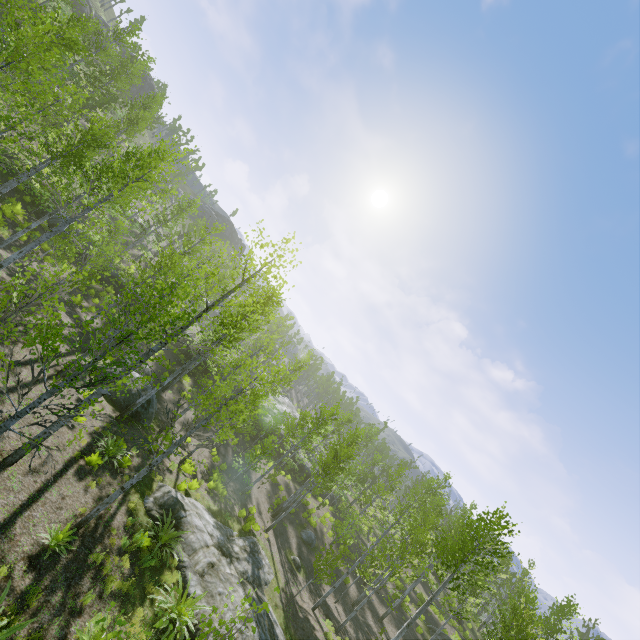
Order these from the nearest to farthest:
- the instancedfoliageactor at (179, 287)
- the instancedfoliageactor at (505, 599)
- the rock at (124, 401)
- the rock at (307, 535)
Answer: the instancedfoliageactor at (179, 287) < the instancedfoliageactor at (505, 599) < the rock at (124, 401) < the rock at (307, 535)

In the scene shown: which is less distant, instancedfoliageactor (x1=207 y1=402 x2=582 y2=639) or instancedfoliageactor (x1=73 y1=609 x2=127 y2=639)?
instancedfoliageactor (x1=73 y1=609 x2=127 y2=639)

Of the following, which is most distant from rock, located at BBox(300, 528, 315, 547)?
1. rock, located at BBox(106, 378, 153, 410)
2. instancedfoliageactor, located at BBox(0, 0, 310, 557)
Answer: rock, located at BBox(106, 378, 153, 410)

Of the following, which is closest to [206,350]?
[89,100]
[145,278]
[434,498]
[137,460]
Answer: [137,460]

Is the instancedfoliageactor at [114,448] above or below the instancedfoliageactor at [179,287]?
below

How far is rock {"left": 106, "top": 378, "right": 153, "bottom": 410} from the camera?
17.0m

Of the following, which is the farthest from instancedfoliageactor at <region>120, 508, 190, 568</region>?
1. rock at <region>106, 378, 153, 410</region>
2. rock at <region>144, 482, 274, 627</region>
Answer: rock at <region>144, 482, 274, 627</region>
